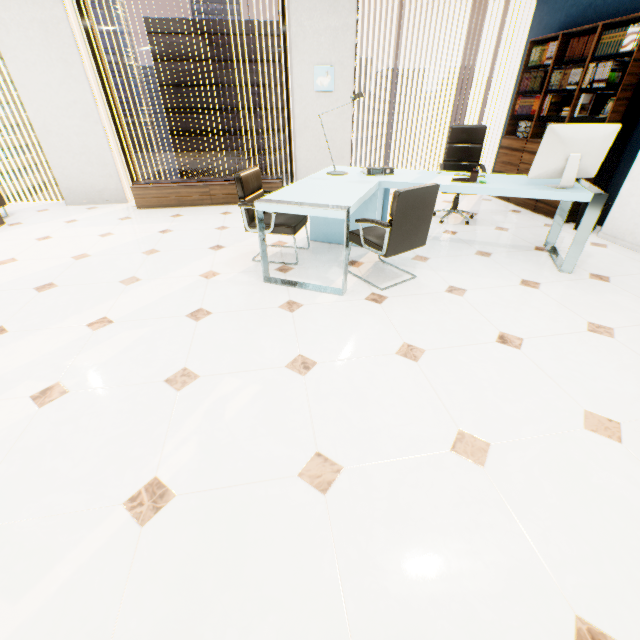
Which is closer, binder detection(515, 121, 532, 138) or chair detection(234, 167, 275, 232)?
chair detection(234, 167, 275, 232)

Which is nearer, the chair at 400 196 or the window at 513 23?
the chair at 400 196

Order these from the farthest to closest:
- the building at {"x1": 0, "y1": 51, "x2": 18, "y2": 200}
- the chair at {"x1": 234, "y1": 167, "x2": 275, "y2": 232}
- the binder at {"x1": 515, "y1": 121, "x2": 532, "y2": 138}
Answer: the building at {"x1": 0, "y1": 51, "x2": 18, "y2": 200}
the binder at {"x1": 515, "y1": 121, "x2": 532, "y2": 138}
the chair at {"x1": 234, "y1": 167, "x2": 275, "y2": 232}

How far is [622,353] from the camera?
2.2 meters

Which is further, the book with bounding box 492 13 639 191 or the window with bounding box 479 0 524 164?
the window with bounding box 479 0 524 164

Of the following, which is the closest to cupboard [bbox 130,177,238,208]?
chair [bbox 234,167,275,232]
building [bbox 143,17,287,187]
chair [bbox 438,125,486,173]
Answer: chair [bbox 234,167,275,232]

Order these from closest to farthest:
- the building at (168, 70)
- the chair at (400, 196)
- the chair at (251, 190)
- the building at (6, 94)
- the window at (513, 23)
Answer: the chair at (400, 196)
the chair at (251, 190)
the window at (513, 23)
the building at (168, 70)
the building at (6, 94)

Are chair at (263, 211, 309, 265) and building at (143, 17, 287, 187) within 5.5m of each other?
no
